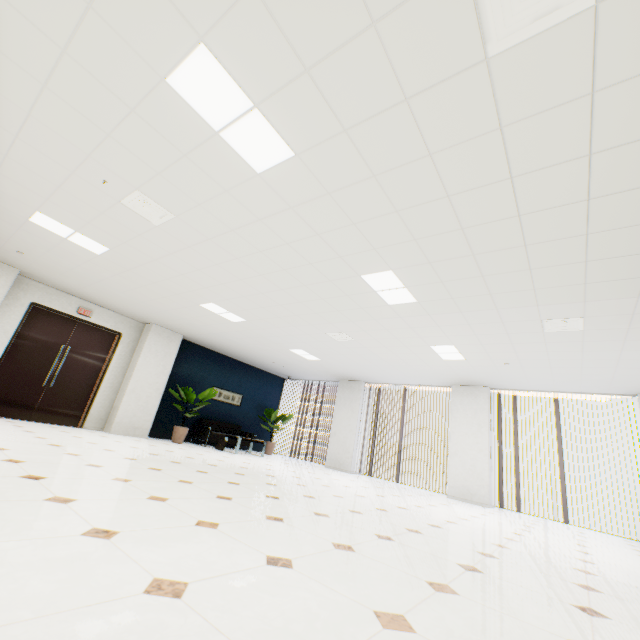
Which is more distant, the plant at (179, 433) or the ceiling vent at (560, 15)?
the plant at (179, 433)

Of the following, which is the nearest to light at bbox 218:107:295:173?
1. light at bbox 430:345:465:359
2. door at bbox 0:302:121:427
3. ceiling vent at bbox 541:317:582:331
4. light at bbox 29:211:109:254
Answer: light at bbox 29:211:109:254

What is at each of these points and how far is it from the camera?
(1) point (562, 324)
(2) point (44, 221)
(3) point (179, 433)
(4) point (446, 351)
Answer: (1) ceiling vent, 4.8 meters
(2) light, 4.7 meters
(3) plant, 9.0 meters
(4) light, 6.9 meters

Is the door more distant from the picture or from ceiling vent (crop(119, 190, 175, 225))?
ceiling vent (crop(119, 190, 175, 225))

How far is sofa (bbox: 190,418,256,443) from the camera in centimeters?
977cm

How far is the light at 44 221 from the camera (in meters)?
4.67

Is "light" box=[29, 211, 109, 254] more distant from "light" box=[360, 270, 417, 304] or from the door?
"light" box=[360, 270, 417, 304]

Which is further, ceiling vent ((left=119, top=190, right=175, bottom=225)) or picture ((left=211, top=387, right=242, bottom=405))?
picture ((left=211, top=387, right=242, bottom=405))
